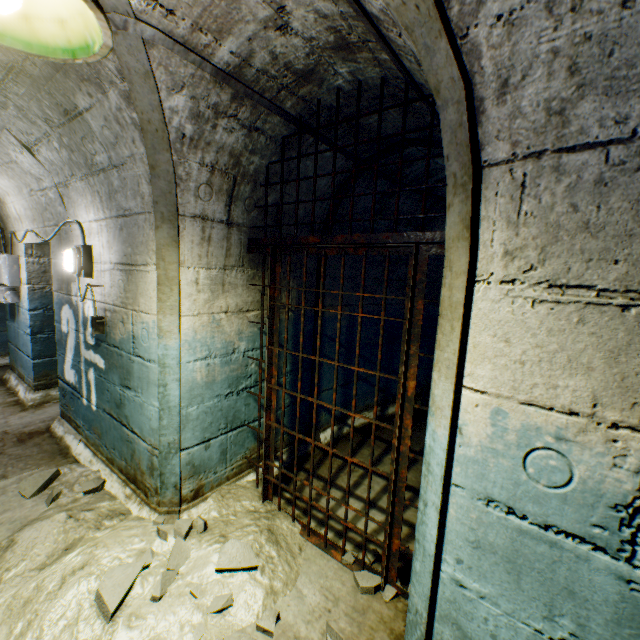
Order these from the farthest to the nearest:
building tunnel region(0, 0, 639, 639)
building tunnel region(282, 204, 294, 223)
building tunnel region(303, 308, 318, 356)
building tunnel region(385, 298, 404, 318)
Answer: building tunnel region(385, 298, 404, 318), building tunnel region(303, 308, 318, 356), building tunnel region(282, 204, 294, 223), building tunnel region(0, 0, 639, 639)

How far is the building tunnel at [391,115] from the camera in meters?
2.2

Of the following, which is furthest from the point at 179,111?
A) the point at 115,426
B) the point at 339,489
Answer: the point at 339,489

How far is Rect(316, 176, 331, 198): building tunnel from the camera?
2.8 meters

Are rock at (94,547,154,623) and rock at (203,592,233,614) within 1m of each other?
yes

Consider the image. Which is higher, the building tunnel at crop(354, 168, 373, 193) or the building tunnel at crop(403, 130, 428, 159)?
the building tunnel at crop(403, 130, 428, 159)

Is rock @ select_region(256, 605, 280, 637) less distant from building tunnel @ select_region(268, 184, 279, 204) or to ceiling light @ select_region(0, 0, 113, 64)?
building tunnel @ select_region(268, 184, 279, 204)

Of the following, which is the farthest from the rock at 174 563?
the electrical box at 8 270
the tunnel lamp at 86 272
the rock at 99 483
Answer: the electrical box at 8 270
